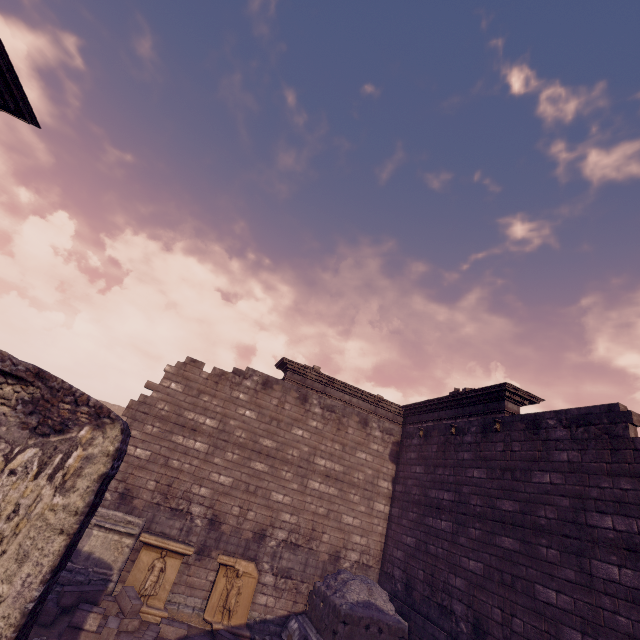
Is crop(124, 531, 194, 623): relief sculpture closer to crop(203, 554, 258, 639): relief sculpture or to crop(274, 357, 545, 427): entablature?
crop(203, 554, 258, 639): relief sculpture

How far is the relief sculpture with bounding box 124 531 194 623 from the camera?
8.2m

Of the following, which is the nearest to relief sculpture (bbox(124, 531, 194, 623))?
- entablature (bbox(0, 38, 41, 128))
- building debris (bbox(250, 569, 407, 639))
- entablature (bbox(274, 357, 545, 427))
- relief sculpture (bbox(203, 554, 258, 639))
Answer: relief sculpture (bbox(203, 554, 258, 639))

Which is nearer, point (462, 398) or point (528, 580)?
point (528, 580)

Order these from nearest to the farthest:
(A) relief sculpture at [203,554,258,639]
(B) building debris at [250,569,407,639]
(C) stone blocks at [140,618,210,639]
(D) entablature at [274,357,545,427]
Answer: (C) stone blocks at [140,618,210,639]
(B) building debris at [250,569,407,639]
(A) relief sculpture at [203,554,258,639]
(D) entablature at [274,357,545,427]

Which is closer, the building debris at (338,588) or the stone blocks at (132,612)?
the stone blocks at (132,612)

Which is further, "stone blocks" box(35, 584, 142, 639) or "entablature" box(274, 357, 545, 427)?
"entablature" box(274, 357, 545, 427)

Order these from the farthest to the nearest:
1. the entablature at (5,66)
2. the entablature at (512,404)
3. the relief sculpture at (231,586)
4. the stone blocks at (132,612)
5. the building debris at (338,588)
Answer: the entablature at (512,404) → the relief sculpture at (231,586) → the building debris at (338,588) → the stone blocks at (132,612) → the entablature at (5,66)
